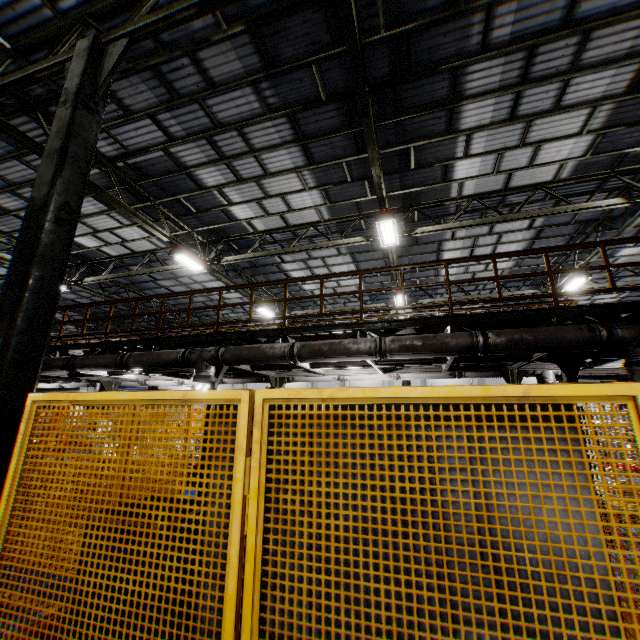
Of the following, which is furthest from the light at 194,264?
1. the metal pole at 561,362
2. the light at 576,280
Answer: the light at 576,280

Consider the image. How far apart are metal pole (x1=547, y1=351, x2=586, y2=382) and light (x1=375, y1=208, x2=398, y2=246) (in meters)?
5.23

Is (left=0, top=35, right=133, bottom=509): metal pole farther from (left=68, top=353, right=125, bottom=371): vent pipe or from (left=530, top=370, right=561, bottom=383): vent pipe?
(left=530, top=370, right=561, bottom=383): vent pipe

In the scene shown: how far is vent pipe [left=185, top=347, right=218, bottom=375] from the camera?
8.0 meters

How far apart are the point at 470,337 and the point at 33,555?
6.6m

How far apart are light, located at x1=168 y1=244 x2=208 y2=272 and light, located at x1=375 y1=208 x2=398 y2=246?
7.0 meters

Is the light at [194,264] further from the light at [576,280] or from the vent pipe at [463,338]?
the light at [576,280]

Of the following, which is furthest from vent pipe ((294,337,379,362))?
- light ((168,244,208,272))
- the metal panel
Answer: light ((168,244,208,272))
